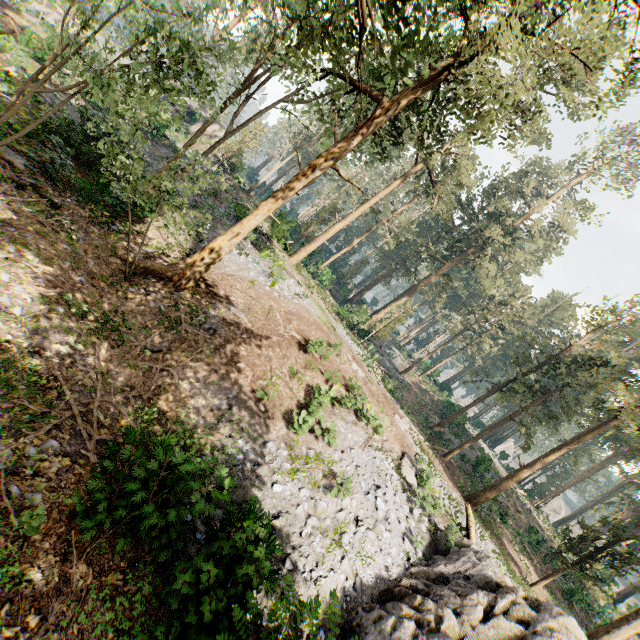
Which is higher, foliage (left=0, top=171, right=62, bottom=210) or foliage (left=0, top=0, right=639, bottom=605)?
foliage (left=0, top=0, right=639, bottom=605)

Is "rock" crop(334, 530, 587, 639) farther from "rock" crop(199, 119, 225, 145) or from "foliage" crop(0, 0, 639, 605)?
"rock" crop(199, 119, 225, 145)

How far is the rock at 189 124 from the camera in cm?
3797

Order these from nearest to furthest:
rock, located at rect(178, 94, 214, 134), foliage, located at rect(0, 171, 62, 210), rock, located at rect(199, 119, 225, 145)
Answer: foliage, located at rect(0, 171, 62, 210) < rock, located at rect(178, 94, 214, 134) < rock, located at rect(199, 119, 225, 145)

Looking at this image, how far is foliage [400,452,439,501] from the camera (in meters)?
13.67

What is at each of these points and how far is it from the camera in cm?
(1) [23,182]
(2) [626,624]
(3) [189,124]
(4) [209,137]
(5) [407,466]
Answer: (1) foliage, 1148
(2) foliage, 1891
(3) rock, 3884
(4) rock, 3941
(5) foliage, 1441

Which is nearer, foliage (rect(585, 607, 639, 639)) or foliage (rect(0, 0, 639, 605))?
foliage (rect(0, 0, 639, 605))
